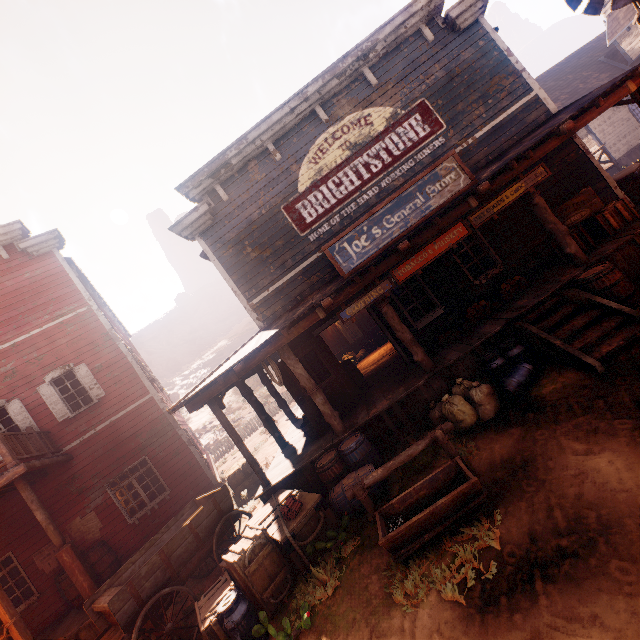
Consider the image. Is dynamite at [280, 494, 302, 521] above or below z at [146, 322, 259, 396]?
below

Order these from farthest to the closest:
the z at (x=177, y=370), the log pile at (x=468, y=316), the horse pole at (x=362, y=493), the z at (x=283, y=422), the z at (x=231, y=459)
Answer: the z at (x=177, y=370), the z at (x=283, y=422), the z at (x=231, y=459), the log pile at (x=468, y=316), the horse pole at (x=362, y=493)

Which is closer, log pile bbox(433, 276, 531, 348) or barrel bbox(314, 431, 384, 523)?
barrel bbox(314, 431, 384, 523)

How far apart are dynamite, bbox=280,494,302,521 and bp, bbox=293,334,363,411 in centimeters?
247cm

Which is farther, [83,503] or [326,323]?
[83,503]

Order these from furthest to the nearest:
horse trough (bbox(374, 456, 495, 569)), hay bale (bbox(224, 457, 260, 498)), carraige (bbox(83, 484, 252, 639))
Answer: hay bale (bbox(224, 457, 260, 498)), carraige (bbox(83, 484, 252, 639)), horse trough (bbox(374, 456, 495, 569))

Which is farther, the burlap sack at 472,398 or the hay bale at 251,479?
the hay bale at 251,479

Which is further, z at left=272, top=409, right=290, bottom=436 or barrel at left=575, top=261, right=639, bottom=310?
z at left=272, top=409, right=290, bottom=436
